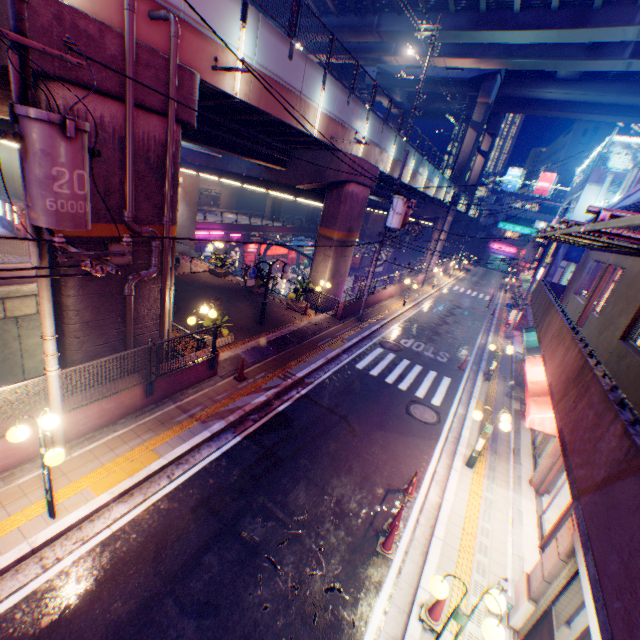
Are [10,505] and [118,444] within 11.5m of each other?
yes

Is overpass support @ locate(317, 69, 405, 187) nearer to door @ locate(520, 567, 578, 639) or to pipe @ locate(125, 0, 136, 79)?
pipe @ locate(125, 0, 136, 79)

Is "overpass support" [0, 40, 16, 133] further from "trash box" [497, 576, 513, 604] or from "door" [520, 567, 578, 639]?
"door" [520, 567, 578, 639]

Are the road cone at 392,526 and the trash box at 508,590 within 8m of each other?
yes

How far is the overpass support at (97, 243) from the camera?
7.63m

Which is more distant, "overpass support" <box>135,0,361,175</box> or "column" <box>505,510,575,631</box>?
"overpass support" <box>135,0,361,175</box>

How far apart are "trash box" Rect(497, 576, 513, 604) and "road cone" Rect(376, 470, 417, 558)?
2.12m

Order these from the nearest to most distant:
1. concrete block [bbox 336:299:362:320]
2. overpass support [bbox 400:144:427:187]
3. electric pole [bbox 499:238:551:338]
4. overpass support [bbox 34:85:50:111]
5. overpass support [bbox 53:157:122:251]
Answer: overpass support [bbox 34:85:50:111]
overpass support [bbox 53:157:122:251]
concrete block [bbox 336:299:362:320]
electric pole [bbox 499:238:551:338]
overpass support [bbox 400:144:427:187]
